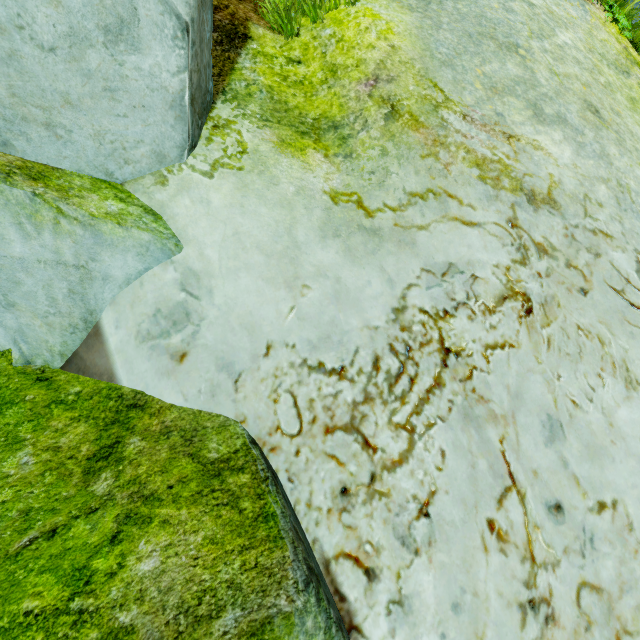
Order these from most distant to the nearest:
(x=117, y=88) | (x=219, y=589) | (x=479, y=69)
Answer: (x=479, y=69) < (x=117, y=88) < (x=219, y=589)
